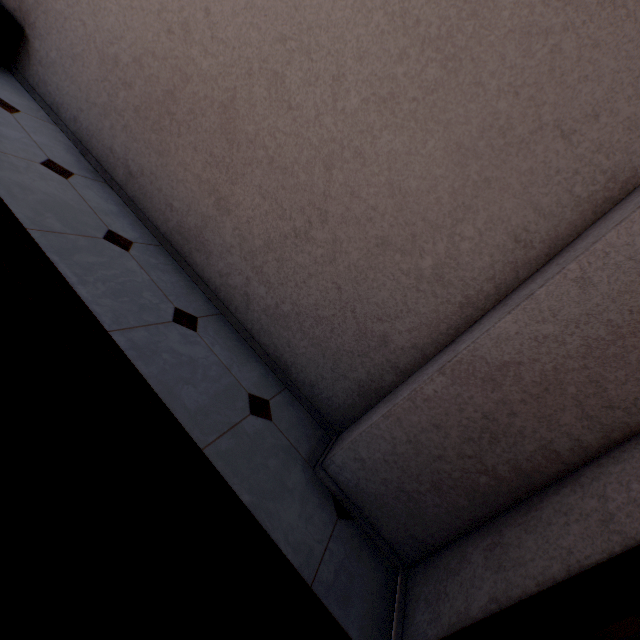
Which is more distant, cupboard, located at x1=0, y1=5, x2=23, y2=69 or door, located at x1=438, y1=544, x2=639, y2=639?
cupboard, located at x1=0, y1=5, x2=23, y2=69

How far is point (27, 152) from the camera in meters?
2.2 m

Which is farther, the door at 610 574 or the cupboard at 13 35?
the cupboard at 13 35

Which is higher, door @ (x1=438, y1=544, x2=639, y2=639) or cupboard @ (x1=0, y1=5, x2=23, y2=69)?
door @ (x1=438, y1=544, x2=639, y2=639)

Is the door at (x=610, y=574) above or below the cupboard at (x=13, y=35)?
above
